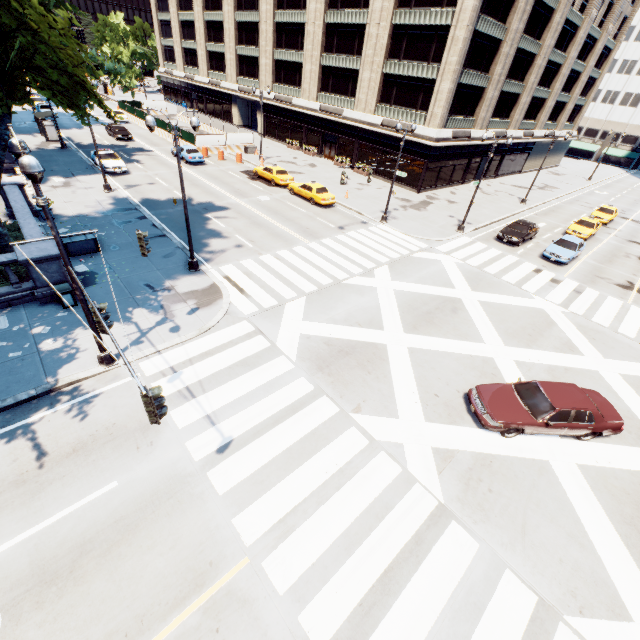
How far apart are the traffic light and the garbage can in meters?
10.7

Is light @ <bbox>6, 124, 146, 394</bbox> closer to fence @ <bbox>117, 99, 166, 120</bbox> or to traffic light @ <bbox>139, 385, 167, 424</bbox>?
traffic light @ <bbox>139, 385, 167, 424</bbox>

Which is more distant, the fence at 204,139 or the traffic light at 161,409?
the fence at 204,139

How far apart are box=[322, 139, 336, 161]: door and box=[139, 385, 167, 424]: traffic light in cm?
4363

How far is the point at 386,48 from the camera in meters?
33.0

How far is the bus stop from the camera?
33.7m

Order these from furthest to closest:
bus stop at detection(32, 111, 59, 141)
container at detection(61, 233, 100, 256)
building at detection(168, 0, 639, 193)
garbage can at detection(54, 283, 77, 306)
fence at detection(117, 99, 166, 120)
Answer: fence at detection(117, 99, 166, 120), bus stop at detection(32, 111, 59, 141), building at detection(168, 0, 639, 193), container at detection(61, 233, 100, 256), garbage can at detection(54, 283, 77, 306)

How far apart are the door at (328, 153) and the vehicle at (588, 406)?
39.1m
